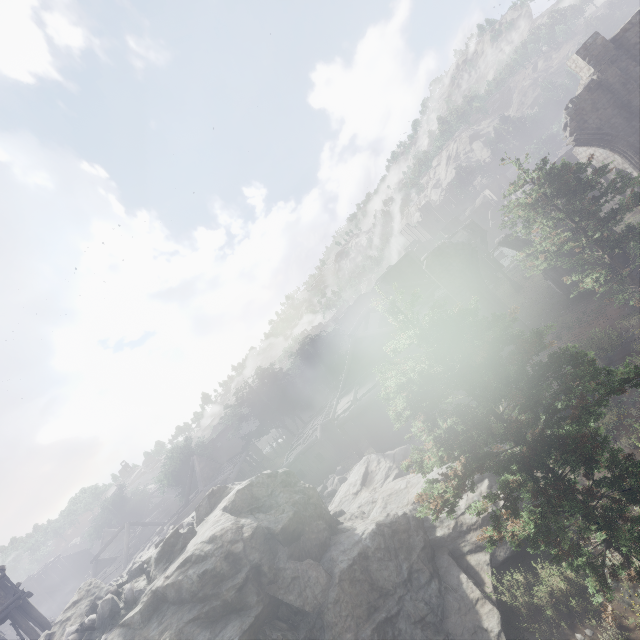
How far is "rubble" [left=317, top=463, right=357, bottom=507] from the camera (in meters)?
20.58

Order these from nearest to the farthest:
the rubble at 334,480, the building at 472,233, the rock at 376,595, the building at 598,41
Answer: the rock at 376,595 < the building at 598,41 < the rubble at 334,480 < the building at 472,233

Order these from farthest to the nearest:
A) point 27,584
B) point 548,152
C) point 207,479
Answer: point 27,584 < point 207,479 < point 548,152

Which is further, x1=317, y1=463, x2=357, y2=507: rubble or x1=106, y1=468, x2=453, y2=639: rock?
x1=317, y1=463, x2=357, y2=507: rubble

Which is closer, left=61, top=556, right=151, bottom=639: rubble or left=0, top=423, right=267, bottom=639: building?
left=61, top=556, right=151, bottom=639: rubble

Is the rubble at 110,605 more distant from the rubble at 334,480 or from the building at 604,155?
the rubble at 334,480

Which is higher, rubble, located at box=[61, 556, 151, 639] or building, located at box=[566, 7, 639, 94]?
building, located at box=[566, 7, 639, 94]

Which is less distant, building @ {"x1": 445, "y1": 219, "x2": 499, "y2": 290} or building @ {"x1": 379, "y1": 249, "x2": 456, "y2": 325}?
building @ {"x1": 379, "y1": 249, "x2": 456, "y2": 325}
